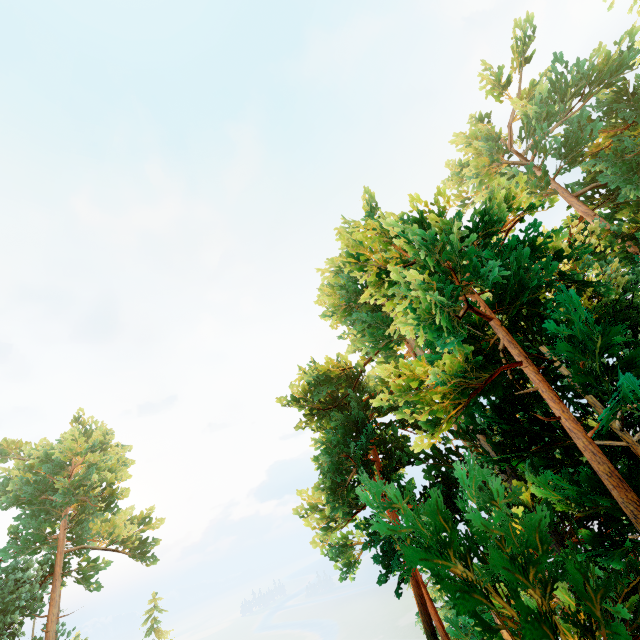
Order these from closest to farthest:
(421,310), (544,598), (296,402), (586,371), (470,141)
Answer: (421,310)
(586,371)
(544,598)
(296,402)
(470,141)

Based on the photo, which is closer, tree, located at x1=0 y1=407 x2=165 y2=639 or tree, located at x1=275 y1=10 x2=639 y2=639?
tree, located at x1=275 y1=10 x2=639 y2=639

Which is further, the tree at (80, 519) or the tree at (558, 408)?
the tree at (80, 519)
